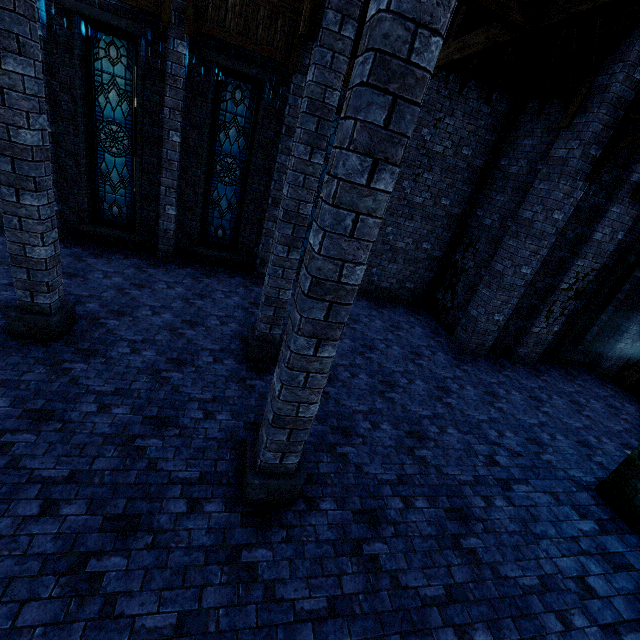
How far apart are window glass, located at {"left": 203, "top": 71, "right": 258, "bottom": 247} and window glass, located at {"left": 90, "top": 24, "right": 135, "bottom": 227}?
1.85m

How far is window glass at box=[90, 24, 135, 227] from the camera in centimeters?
787cm

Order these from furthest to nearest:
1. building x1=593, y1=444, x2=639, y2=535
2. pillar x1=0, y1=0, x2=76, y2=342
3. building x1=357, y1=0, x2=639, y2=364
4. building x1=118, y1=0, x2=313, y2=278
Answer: building x1=118, y1=0, x2=313, y2=278
building x1=357, y1=0, x2=639, y2=364
building x1=593, y1=444, x2=639, y2=535
pillar x1=0, y1=0, x2=76, y2=342

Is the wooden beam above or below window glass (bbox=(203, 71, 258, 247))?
below

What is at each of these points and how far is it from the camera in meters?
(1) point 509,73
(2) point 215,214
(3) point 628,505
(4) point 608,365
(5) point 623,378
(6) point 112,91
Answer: (1) building, 9.1
(2) window glass, 10.1
(3) building, 5.6
(4) building, 11.4
(5) stairs, 10.8
(6) window glass, 8.2

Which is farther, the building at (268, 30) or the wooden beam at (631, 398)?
the wooden beam at (631, 398)

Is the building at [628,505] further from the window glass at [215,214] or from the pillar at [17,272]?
the window glass at [215,214]

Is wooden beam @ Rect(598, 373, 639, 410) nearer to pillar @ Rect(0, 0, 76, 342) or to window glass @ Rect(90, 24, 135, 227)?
pillar @ Rect(0, 0, 76, 342)
